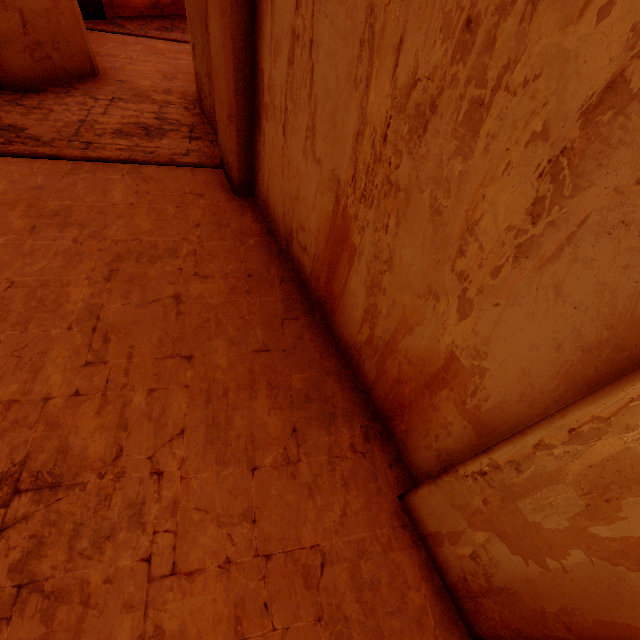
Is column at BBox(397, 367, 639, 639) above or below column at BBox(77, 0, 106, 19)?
above

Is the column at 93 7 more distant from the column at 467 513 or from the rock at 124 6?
the column at 467 513

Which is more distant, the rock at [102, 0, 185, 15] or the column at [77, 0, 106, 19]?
the rock at [102, 0, 185, 15]

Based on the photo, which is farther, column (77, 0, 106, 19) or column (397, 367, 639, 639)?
column (77, 0, 106, 19)

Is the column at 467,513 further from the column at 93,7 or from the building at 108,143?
the column at 93,7

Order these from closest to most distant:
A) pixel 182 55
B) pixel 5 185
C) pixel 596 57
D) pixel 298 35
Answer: pixel 596 57 < pixel 298 35 < pixel 5 185 < pixel 182 55

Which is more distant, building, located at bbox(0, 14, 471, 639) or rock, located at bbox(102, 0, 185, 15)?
rock, located at bbox(102, 0, 185, 15)

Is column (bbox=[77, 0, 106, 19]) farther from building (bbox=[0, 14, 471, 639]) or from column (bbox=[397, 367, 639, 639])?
column (bbox=[397, 367, 639, 639])
